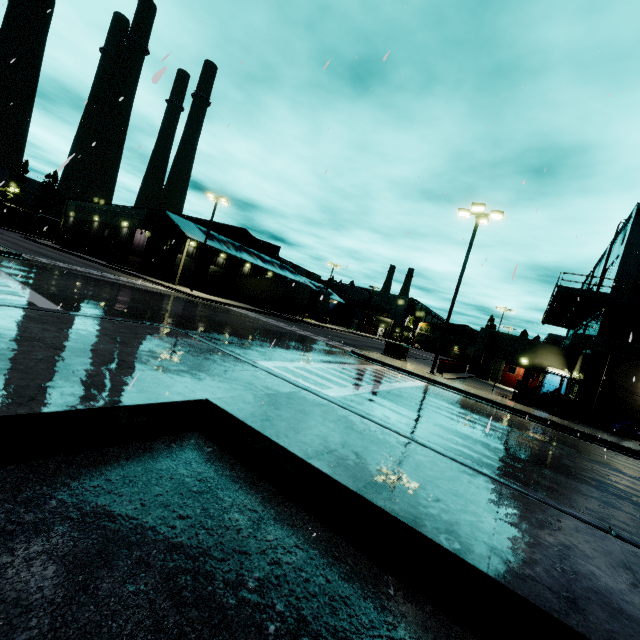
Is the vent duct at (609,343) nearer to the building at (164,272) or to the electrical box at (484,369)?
the building at (164,272)

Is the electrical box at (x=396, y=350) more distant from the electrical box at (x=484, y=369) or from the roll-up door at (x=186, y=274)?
the roll-up door at (x=186, y=274)

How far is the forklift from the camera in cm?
1667

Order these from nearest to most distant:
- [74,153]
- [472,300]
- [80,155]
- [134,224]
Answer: [74,153], [472,300], [80,155], [134,224]

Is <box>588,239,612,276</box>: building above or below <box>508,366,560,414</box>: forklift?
above

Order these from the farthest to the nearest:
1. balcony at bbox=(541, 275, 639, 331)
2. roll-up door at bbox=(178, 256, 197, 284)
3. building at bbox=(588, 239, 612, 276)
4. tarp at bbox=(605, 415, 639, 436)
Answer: roll-up door at bbox=(178, 256, 197, 284) < building at bbox=(588, 239, 612, 276) < balcony at bbox=(541, 275, 639, 331) < tarp at bbox=(605, 415, 639, 436)

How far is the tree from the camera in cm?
3719

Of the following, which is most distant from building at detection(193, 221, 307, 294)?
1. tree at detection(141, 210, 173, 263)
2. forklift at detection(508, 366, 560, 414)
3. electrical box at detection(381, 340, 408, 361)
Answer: electrical box at detection(381, 340, 408, 361)
